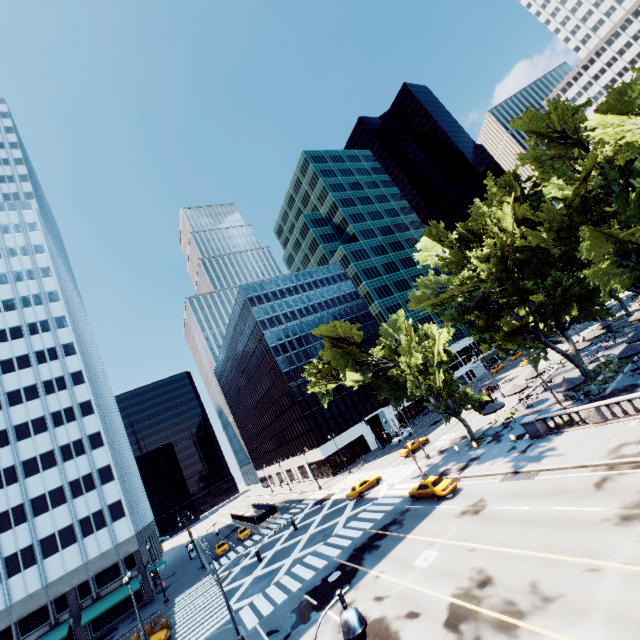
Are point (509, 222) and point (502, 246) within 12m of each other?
yes

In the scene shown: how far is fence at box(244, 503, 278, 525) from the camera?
52.4m

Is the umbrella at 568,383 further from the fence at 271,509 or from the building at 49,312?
the building at 49,312

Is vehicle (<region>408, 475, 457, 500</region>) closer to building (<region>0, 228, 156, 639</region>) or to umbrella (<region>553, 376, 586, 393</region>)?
umbrella (<region>553, 376, 586, 393</region>)

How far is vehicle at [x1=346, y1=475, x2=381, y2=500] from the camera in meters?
39.5 m

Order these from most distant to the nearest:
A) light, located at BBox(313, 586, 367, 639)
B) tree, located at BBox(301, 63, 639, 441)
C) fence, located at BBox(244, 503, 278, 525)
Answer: fence, located at BBox(244, 503, 278, 525) → tree, located at BBox(301, 63, 639, 441) → light, located at BBox(313, 586, 367, 639)

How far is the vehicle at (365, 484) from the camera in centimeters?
3950cm

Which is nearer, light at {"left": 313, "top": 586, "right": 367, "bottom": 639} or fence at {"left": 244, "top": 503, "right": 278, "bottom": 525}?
light at {"left": 313, "top": 586, "right": 367, "bottom": 639}
